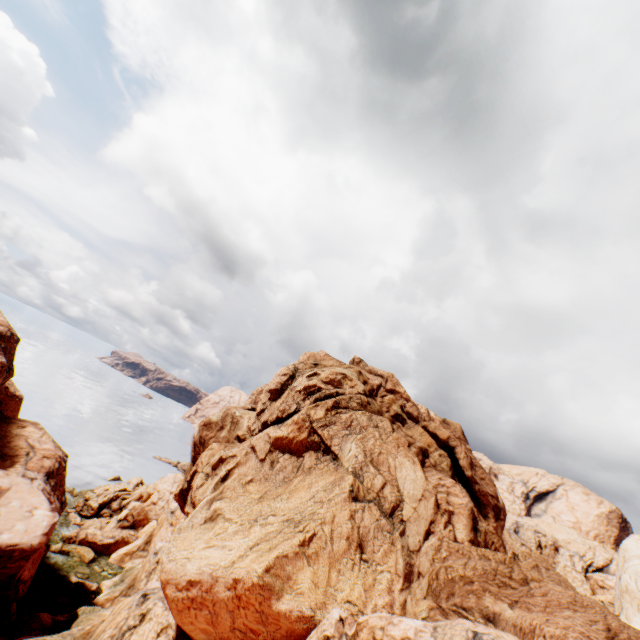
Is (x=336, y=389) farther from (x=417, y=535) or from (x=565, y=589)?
(x=565, y=589)

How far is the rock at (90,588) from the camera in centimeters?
3538cm

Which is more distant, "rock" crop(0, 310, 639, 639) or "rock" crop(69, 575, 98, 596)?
"rock" crop(69, 575, 98, 596)

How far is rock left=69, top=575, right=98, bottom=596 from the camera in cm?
3538

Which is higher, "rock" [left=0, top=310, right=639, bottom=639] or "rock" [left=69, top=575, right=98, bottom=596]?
"rock" [left=0, top=310, right=639, bottom=639]

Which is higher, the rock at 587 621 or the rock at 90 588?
the rock at 587 621
